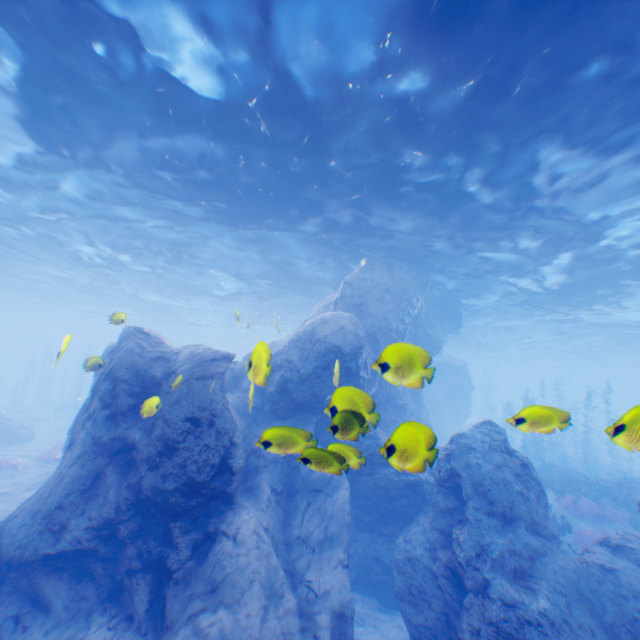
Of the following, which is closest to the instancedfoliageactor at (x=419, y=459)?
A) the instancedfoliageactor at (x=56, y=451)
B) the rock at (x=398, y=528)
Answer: the rock at (x=398, y=528)

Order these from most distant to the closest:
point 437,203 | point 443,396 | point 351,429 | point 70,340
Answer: point 443,396
point 437,203
point 70,340
point 351,429

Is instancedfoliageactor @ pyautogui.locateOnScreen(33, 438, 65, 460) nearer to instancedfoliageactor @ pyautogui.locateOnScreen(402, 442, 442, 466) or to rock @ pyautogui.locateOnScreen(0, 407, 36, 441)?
rock @ pyautogui.locateOnScreen(0, 407, 36, 441)

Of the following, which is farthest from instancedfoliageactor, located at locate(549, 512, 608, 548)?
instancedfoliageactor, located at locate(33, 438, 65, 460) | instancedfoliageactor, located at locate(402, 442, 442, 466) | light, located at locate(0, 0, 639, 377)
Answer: instancedfoliageactor, located at locate(33, 438, 65, 460)

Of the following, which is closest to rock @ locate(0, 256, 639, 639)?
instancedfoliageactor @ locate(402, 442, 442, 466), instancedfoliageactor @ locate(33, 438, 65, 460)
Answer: instancedfoliageactor @ locate(402, 442, 442, 466)

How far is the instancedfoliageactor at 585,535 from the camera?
11.9 meters

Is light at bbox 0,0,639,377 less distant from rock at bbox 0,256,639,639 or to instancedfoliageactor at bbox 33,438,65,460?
rock at bbox 0,256,639,639

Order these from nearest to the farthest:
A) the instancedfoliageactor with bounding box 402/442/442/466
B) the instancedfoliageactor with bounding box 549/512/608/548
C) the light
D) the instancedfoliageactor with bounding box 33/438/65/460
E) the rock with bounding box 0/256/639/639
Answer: A:
the instancedfoliageactor with bounding box 402/442/442/466
the rock with bounding box 0/256/639/639
the light
the instancedfoliageactor with bounding box 549/512/608/548
the instancedfoliageactor with bounding box 33/438/65/460
